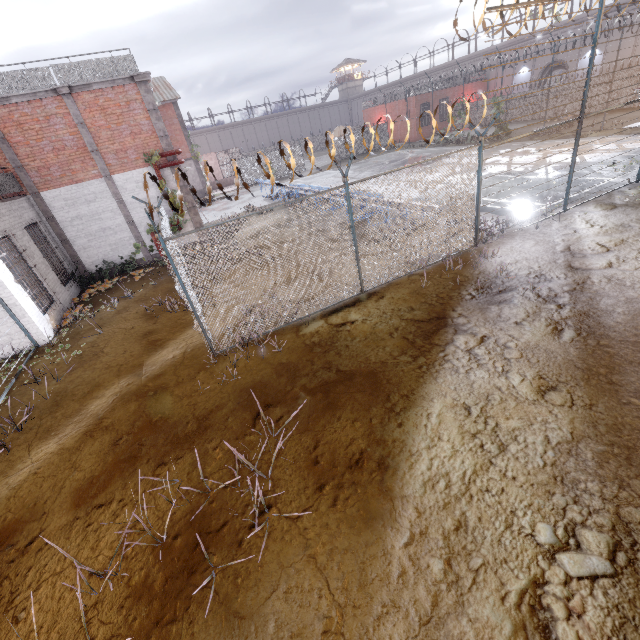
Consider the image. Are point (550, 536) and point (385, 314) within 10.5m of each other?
yes

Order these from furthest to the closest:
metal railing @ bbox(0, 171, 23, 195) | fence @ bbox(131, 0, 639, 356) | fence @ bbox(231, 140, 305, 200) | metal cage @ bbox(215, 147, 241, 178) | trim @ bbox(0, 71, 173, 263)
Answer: metal cage @ bbox(215, 147, 241, 178)
trim @ bbox(0, 71, 173, 263)
metal railing @ bbox(0, 171, 23, 195)
fence @ bbox(131, 0, 639, 356)
fence @ bbox(231, 140, 305, 200)

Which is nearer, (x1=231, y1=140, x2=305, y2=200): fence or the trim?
(x1=231, y1=140, x2=305, y2=200): fence

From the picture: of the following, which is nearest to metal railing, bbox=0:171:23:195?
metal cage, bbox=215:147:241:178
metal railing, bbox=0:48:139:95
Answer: metal railing, bbox=0:48:139:95

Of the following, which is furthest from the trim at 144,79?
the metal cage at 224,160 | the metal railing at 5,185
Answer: the metal cage at 224,160

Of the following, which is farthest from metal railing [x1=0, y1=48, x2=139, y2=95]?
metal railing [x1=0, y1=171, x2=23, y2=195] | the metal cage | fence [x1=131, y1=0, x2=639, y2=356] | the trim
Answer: the metal cage

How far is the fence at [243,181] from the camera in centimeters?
582cm

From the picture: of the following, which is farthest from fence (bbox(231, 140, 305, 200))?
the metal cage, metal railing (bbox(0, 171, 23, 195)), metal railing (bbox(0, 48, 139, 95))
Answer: the metal cage
